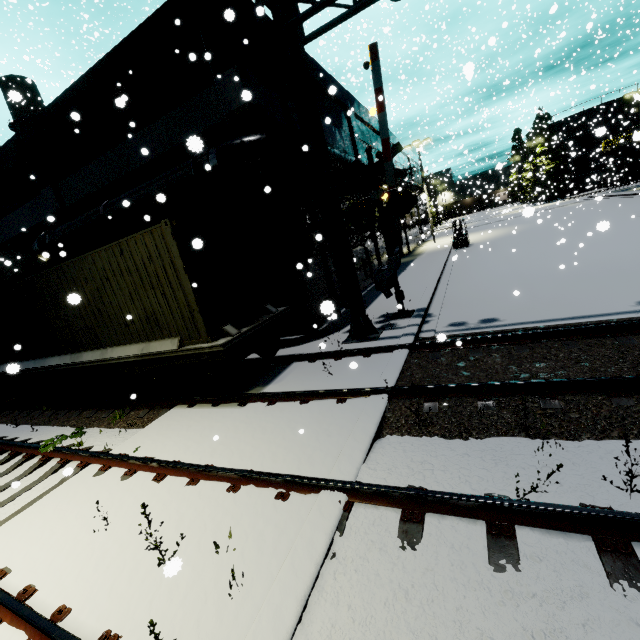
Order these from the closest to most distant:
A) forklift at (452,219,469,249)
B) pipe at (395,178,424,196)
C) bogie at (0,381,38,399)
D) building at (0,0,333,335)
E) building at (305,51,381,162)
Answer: building at (0,0,333,335)
bogie at (0,381,38,399)
building at (305,51,381,162)
pipe at (395,178,424,196)
forklift at (452,219,469,249)

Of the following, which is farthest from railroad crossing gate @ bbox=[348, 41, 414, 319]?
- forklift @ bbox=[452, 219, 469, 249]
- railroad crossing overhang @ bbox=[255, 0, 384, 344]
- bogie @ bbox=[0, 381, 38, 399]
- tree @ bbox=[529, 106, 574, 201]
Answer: tree @ bbox=[529, 106, 574, 201]

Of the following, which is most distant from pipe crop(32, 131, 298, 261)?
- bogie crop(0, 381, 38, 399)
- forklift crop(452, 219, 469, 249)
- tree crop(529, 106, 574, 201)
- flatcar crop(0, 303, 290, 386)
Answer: tree crop(529, 106, 574, 201)

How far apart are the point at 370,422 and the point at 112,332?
7.2m

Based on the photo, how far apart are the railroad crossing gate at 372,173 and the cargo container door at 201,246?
3.1 meters

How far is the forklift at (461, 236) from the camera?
25.0m

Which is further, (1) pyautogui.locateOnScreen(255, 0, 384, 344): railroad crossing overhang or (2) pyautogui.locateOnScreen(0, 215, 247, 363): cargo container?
(1) pyautogui.locateOnScreen(255, 0, 384, 344): railroad crossing overhang

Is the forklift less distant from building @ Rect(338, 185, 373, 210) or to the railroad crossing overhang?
building @ Rect(338, 185, 373, 210)
